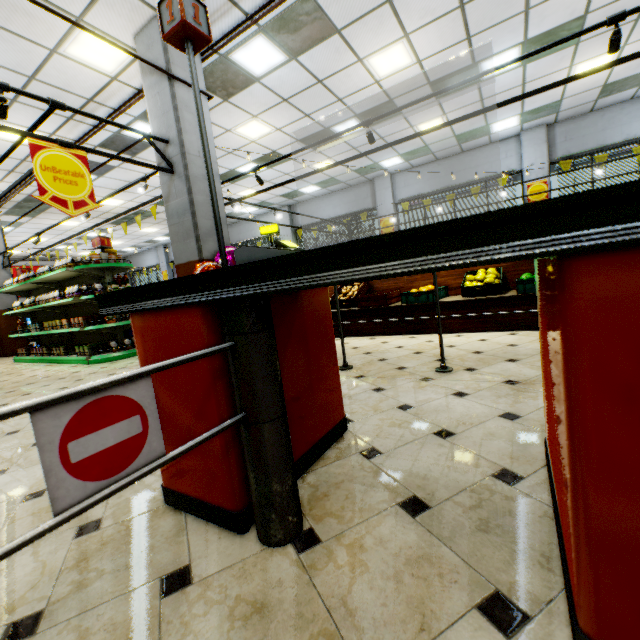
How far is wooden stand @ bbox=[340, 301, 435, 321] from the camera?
4.7m

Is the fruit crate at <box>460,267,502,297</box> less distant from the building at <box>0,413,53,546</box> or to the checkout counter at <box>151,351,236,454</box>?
the building at <box>0,413,53,546</box>

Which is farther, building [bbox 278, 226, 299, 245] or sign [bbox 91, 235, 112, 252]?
building [bbox 278, 226, 299, 245]

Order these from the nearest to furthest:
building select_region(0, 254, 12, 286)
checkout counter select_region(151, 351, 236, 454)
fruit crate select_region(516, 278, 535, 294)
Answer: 1. checkout counter select_region(151, 351, 236, 454)
2. fruit crate select_region(516, 278, 535, 294)
3. building select_region(0, 254, 12, 286)

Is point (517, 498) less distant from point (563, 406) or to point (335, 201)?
point (563, 406)

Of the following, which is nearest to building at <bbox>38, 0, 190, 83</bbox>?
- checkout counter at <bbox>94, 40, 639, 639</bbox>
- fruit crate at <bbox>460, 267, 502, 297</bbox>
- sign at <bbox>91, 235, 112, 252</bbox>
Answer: checkout counter at <bbox>94, 40, 639, 639</bbox>

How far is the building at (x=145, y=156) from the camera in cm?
498
